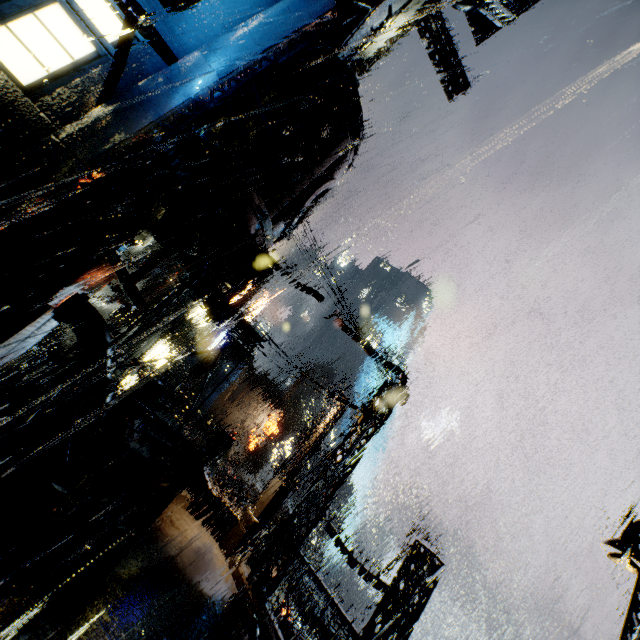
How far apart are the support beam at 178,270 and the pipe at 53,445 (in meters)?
17.32

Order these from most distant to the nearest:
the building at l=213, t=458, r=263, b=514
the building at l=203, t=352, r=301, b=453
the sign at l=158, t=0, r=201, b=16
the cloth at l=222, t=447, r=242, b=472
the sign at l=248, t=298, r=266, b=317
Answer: the building at l=203, t=352, r=301, b=453
the cloth at l=222, t=447, r=242, b=472
the sign at l=248, t=298, r=266, b=317
the building at l=213, t=458, r=263, b=514
the sign at l=158, t=0, r=201, b=16

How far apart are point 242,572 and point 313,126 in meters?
16.9

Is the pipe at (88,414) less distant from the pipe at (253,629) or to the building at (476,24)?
the building at (476,24)

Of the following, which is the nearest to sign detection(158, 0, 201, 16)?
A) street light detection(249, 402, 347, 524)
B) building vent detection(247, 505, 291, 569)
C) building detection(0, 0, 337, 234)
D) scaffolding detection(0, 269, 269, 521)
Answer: building detection(0, 0, 337, 234)

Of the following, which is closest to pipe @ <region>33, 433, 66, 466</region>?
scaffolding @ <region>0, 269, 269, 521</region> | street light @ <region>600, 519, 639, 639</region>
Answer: scaffolding @ <region>0, 269, 269, 521</region>

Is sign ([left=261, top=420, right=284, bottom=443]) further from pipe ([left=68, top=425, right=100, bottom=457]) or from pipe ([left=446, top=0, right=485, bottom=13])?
pipe ([left=446, top=0, right=485, bottom=13])

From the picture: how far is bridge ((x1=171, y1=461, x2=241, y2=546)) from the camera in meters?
13.6 m
